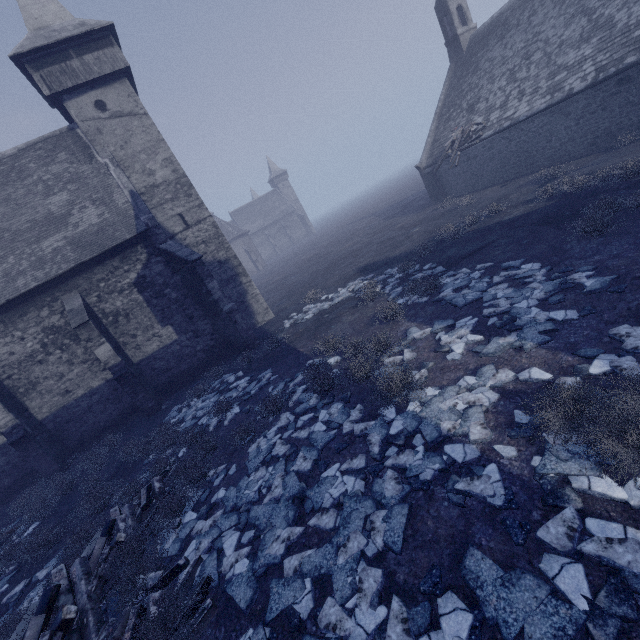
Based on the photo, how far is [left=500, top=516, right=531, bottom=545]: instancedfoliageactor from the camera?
3.4 meters

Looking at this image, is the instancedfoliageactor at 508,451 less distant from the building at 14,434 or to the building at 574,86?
the building at 14,434

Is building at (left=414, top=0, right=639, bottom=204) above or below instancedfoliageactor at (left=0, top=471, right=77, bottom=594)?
above

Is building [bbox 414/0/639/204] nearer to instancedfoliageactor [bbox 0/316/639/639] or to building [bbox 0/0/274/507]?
instancedfoliageactor [bbox 0/316/639/639]

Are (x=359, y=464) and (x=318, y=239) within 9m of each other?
no

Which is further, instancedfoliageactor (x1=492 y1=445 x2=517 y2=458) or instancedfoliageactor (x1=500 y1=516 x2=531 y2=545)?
instancedfoliageactor (x1=492 y1=445 x2=517 y2=458)
